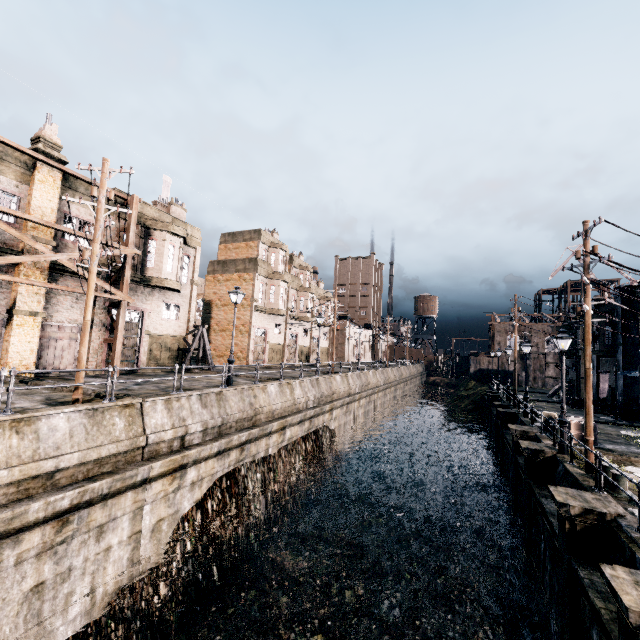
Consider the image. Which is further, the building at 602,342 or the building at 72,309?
the building at 602,342

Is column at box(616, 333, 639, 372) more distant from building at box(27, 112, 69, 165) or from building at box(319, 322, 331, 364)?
building at box(27, 112, 69, 165)

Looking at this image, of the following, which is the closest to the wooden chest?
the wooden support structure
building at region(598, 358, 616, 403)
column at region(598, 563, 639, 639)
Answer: building at region(598, 358, 616, 403)

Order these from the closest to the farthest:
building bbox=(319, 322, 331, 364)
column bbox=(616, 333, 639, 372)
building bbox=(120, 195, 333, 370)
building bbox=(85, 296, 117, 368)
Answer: building bbox=(85, 296, 117, 368)
building bbox=(120, 195, 333, 370)
column bbox=(616, 333, 639, 372)
building bbox=(319, 322, 331, 364)

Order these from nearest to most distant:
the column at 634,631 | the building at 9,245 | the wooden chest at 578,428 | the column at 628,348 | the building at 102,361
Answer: the column at 634,631 < the building at 9,245 < the wooden chest at 578,428 < the building at 102,361 < the column at 628,348

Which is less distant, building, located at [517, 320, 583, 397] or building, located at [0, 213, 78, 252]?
building, located at [0, 213, 78, 252]

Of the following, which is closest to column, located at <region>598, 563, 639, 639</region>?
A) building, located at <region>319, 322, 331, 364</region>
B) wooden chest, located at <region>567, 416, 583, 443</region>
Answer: wooden chest, located at <region>567, 416, 583, 443</region>

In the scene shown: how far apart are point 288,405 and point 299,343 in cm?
2489
